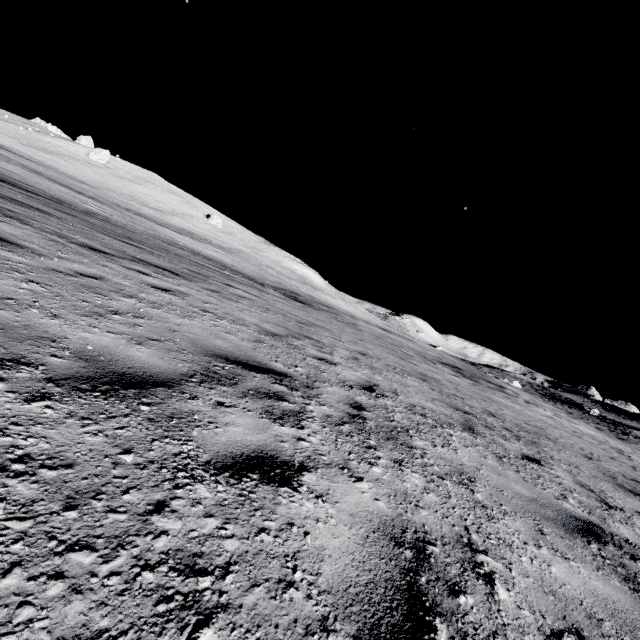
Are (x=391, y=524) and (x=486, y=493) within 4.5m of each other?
yes
